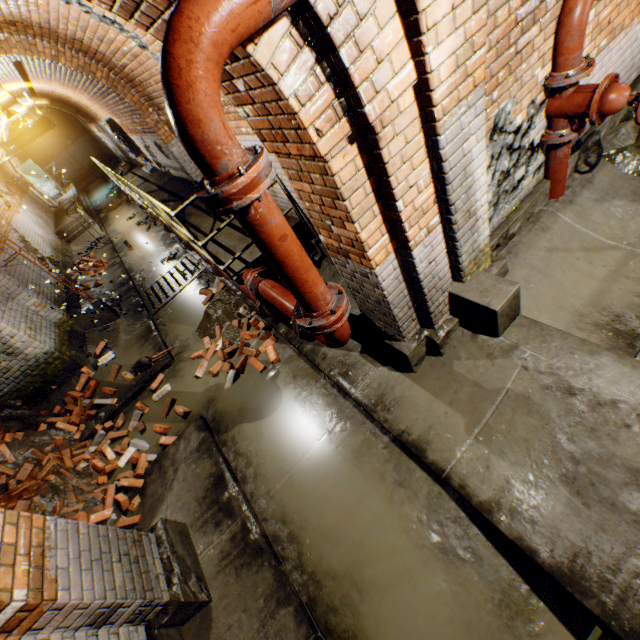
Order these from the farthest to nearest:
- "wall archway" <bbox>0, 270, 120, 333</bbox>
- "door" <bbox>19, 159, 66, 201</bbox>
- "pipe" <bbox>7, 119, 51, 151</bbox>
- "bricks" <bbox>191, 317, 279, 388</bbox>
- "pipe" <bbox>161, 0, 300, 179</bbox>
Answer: "door" <bbox>19, 159, 66, 201</bbox>
"pipe" <bbox>7, 119, 51, 151</bbox>
"wall archway" <bbox>0, 270, 120, 333</bbox>
"bricks" <bbox>191, 317, 279, 388</bbox>
"pipe" <bbox>161, 0, 300, 179</bbox>

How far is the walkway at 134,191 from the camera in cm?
465

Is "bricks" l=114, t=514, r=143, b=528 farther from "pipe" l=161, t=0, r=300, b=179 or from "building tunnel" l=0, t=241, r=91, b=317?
"pipe" l=161, t=0, r=300, b=179

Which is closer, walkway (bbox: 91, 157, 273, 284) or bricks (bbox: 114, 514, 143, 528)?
bricks (bbox: 114, 514, 143, 528)

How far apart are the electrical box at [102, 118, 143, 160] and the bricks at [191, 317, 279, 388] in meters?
9.4

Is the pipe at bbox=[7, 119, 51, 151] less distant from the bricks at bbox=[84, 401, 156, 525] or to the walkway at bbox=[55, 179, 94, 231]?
the walkway at bbox=[55, 179, 94, 231]

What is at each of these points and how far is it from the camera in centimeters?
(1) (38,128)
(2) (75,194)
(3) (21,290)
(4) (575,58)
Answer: (1) pipe, 1477cm
(2) walkway, 1714cm
(3) wall archway, 636cm
(4) pipe, 262cm

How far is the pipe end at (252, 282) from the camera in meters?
3.5 m
